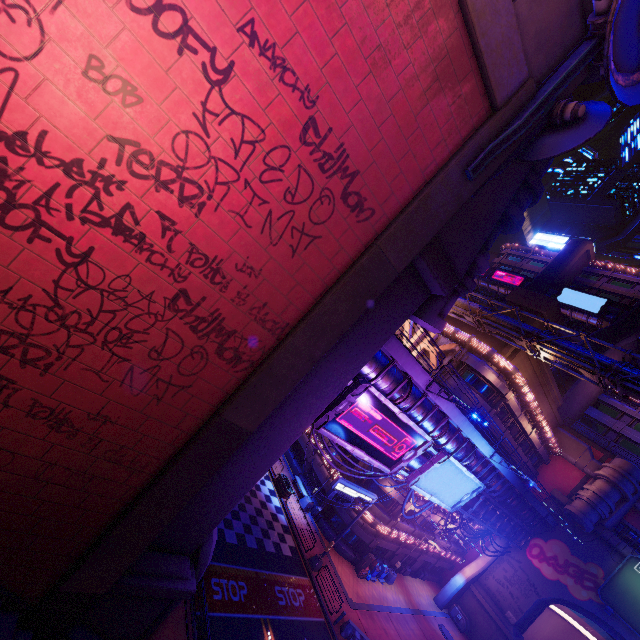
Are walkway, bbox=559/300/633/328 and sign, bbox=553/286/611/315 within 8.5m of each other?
yes

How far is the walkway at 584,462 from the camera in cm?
3826

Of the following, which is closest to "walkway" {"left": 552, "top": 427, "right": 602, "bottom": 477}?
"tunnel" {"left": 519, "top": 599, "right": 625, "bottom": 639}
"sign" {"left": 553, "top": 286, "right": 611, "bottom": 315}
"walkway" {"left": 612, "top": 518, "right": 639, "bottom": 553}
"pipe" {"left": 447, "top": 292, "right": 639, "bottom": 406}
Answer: "walkway" {"left": 612, "top": 518, "right": 639, "bottom": 553}

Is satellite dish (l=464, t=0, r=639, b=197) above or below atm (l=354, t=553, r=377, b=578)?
above

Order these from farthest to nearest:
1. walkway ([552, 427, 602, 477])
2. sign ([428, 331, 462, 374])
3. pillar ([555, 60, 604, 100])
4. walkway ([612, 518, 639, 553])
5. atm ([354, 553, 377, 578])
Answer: walkway ([552, 427, 602, 477]), walkway ([612, 518, 639, 553]), sign ([428, 331, 462, 374]), atm ([354, 553, 377, 578]), pillar ([555, 60, 604, 100])

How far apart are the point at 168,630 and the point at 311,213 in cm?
Result: 1802

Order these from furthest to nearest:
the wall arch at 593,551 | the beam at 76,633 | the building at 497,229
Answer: the wall arch at 593,551 → the building at 497,229 → the beam at 76,633

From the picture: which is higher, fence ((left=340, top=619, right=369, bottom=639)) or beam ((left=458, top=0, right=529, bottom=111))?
beam ((left=458, top=0, right=529, bottom=111))
